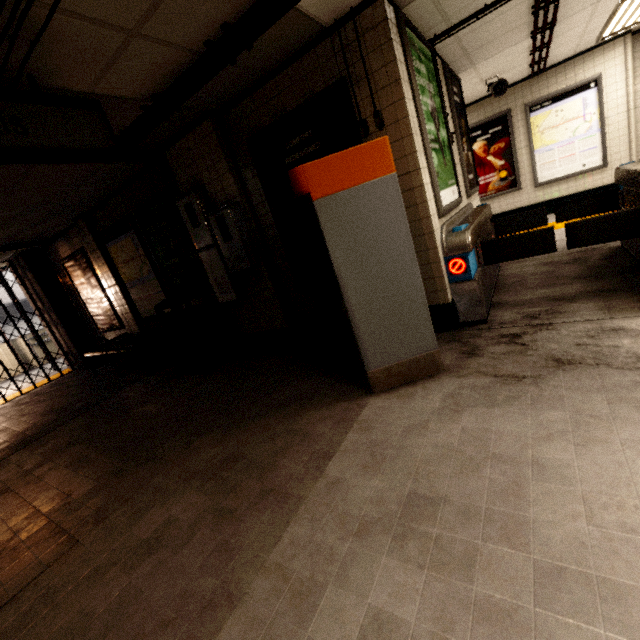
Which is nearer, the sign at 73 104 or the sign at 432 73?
the sign at 73 104

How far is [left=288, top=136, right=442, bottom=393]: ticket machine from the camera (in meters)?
2.26

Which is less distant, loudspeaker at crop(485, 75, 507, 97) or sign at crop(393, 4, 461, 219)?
sign at crop(393, 4, 461, 219)

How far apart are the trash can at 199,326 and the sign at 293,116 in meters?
1.5 m

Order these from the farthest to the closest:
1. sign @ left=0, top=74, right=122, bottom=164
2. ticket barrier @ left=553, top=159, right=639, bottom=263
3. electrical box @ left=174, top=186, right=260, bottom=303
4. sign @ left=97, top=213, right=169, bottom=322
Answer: sign @ left=97, top=213, right=169, bottom=322
electrical box @ left=174, top=186, right=260, bottom=303
ticket barrier @ left=553, top=159, right=639, bottom=263
sign @ left=0, top=74, right=122, bottom=164

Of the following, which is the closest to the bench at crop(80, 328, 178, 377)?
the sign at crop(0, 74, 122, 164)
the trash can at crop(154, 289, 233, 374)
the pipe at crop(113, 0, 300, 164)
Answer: the trash can at crop(154, 289, 233, 374)

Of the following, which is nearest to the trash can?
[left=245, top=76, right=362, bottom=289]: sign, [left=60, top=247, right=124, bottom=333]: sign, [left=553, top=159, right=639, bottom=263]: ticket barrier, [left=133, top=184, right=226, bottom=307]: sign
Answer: [left=133, top=184, right=226, bottom=307]: sign

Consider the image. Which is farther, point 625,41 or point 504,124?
point 504,124
